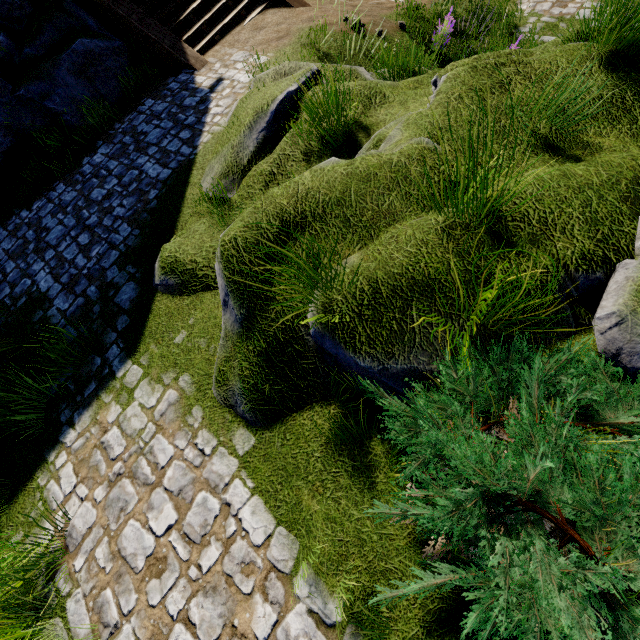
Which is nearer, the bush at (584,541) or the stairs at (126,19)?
the bush at (584,541)

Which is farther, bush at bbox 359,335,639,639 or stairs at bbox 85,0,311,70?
stairs at bbox 85,0,311,70

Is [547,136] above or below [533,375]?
below
